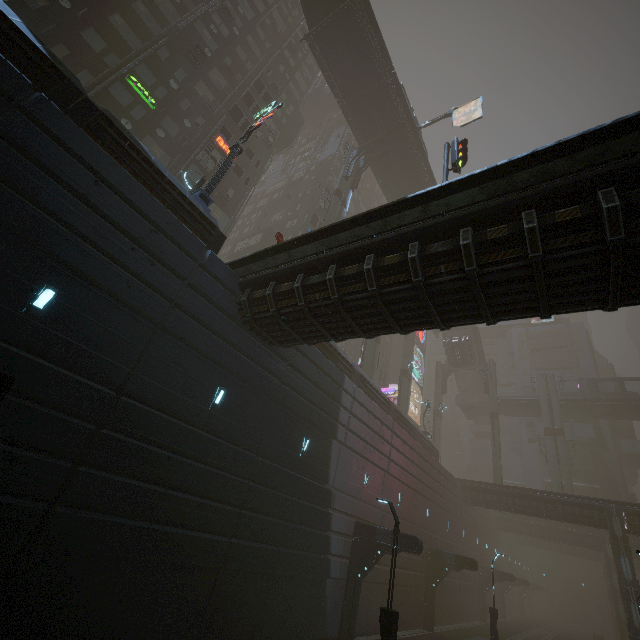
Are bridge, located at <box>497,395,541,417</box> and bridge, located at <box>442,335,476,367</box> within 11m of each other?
yes

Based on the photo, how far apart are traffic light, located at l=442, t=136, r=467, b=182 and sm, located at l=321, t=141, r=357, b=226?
11.8 meters

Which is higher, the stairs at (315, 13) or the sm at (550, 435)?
the stairs at (315, 13)

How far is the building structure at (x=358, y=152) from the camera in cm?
3207

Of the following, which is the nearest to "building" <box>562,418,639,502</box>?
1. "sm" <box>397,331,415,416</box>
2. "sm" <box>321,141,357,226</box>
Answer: "sm" <box>397,331,415,416</box>

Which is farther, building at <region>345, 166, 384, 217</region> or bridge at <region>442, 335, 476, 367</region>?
building at <region>345, 166, 384, 217</region>

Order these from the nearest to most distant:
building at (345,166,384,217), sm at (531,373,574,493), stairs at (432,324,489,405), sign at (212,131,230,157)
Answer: sign at (212,131,230,157)
sm at (531,373,574,493)
stairs at (432,324,489,405)
building at (345,166,384,217)

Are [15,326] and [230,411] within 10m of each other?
yes
